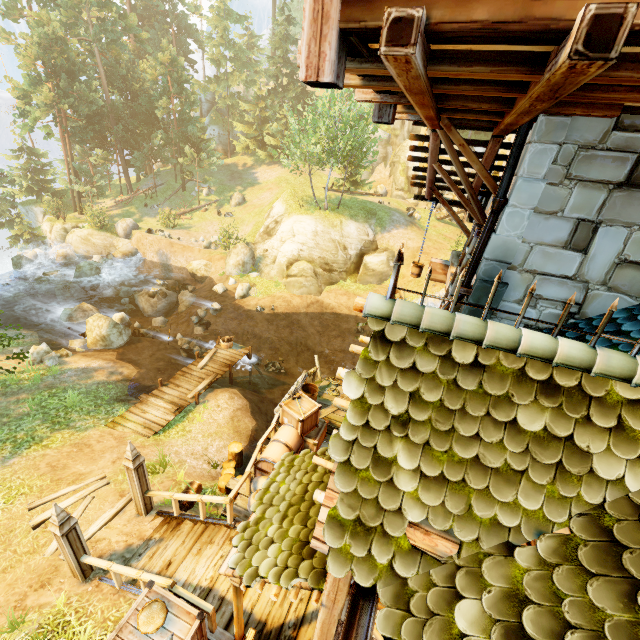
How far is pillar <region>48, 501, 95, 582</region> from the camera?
6.1m

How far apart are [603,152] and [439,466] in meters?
4.0 m

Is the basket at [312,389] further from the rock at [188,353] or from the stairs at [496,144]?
the rock at [188,353]

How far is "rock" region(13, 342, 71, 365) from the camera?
14.6 meters

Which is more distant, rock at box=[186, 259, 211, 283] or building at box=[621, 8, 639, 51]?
rock at box=[186, 259, 211, 283]

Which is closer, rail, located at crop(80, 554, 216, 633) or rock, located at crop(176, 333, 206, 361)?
rail, located at crop(80, 554, 216, 633)

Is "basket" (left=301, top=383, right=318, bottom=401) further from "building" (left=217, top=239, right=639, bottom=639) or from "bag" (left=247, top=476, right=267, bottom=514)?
"building" (left=217, top=239, right=639, bottom=639)

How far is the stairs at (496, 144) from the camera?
5.0m
